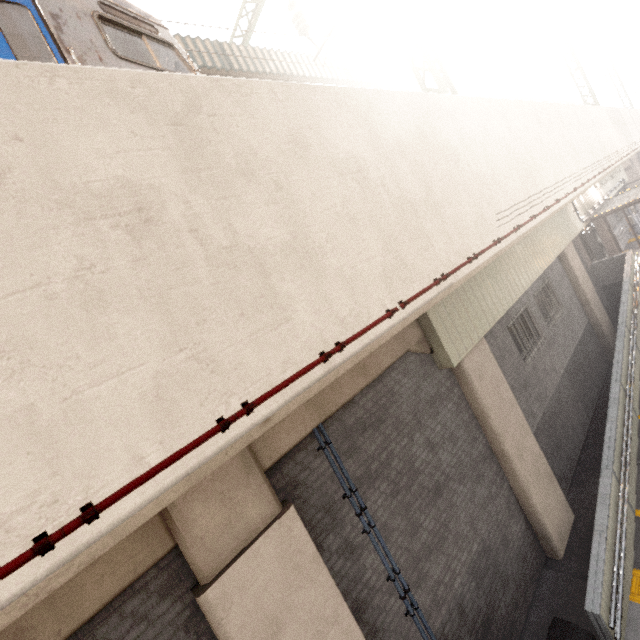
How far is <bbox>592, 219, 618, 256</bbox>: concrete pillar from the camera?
18.8m

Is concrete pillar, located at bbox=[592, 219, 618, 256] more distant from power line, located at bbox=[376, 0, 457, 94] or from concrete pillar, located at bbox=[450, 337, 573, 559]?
concrete pillar, located at bbox=[450, 337, 573, 559]

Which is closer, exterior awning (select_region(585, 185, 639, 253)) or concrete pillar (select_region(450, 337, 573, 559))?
concrete pillar (select_region(450, 337, 573, 559))

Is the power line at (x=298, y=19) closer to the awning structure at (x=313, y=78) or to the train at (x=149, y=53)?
the awning structure at (x=313, y=78)

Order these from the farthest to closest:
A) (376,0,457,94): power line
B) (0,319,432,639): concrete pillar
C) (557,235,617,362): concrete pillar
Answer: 1. (557,235,617,362): concrete pillar
2. (376,0,457,94): power line
3. (0,319,432,639): concrete pillar

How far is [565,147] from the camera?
9.6m

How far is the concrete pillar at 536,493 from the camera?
7.23m

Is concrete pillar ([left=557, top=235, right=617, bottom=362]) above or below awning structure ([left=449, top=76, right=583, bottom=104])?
below
